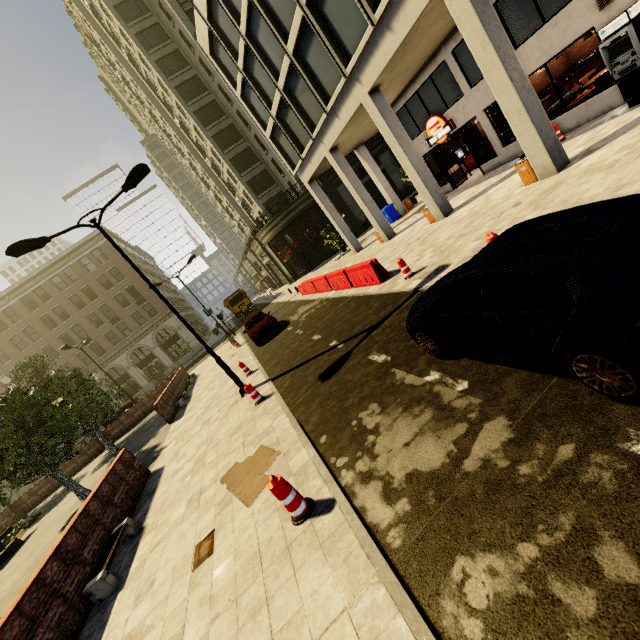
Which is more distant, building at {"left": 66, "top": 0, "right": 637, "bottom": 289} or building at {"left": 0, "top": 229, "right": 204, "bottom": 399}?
building at {"left": 0, "top": 229, "right": 204, "bottom": 399}

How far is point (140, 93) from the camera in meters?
47.1

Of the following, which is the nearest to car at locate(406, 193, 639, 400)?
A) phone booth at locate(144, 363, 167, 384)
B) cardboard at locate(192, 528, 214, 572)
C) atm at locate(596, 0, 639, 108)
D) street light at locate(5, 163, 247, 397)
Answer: cardboard at locate(192, 528, 214, 572)

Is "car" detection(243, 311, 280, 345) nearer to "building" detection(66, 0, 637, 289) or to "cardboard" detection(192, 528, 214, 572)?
"building" detection(66, 0, 637, 289)

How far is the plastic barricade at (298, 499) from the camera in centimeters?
431cm

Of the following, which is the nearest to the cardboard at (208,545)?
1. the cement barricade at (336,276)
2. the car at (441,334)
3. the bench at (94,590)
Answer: the bench at (94,590)

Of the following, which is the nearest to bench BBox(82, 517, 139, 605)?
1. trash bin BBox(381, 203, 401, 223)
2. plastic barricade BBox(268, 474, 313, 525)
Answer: plastic barricade BBox(268, 474, 313, 525)

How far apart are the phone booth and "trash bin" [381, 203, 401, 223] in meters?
35.0 m
